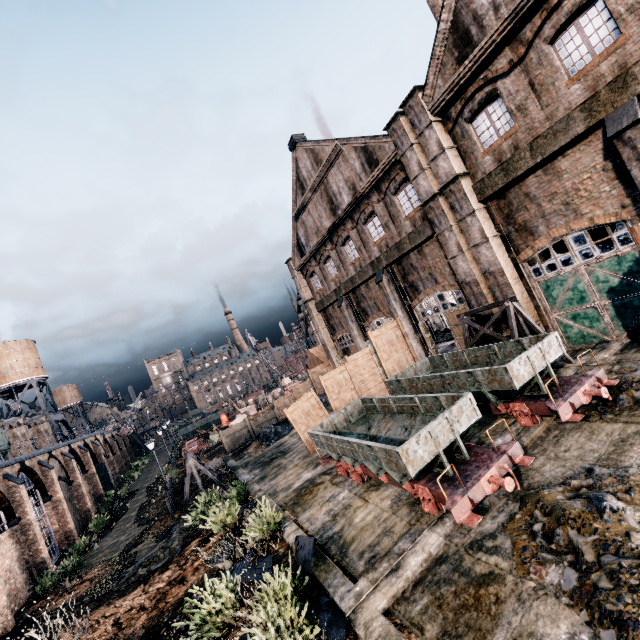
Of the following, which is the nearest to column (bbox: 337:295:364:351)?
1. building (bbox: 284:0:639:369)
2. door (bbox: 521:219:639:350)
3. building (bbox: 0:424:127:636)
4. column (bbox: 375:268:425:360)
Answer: building (bbox: 284:0:639:369)

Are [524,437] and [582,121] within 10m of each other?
no

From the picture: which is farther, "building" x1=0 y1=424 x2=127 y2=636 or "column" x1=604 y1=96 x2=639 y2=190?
"building" x1=0 y1=424 x2=127 y2=636

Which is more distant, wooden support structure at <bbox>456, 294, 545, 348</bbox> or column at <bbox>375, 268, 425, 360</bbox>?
column at <bbox>375, 268, 425, 360</bbox>

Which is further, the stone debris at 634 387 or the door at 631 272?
the door at 631 272

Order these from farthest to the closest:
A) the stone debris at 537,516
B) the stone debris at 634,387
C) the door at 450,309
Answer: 1. the door at 450,309
2. the stone debris at 634,387
3. the stone debris at 537,516

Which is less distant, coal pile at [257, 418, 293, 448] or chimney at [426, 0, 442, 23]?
coal pile at [257, 418, 293, 448]

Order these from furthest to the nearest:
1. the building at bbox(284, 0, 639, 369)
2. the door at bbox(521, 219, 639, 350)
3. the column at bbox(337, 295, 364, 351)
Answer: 1. the column at bbox(337, 295, 364, 351)
2. the door at bbox(521, 219, 639, 350)
3. the building at bbox(284, 0, 639, 369)
